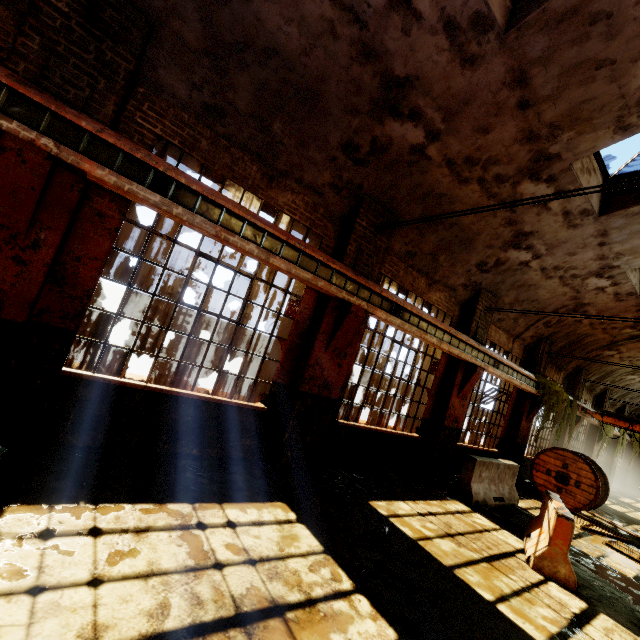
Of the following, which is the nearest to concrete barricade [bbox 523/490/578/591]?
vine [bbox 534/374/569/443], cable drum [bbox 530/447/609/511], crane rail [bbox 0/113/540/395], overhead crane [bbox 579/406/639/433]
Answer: crane rail [bbox 0/113/540/395]

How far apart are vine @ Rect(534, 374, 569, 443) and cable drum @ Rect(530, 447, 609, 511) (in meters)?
0.38

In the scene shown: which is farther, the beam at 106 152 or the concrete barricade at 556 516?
the concrete barricade at 556 516

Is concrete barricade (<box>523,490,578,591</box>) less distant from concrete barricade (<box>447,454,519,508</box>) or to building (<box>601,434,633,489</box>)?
concrete barricade (<box>447,454,519,508</box>)

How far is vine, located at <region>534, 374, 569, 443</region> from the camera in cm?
1162

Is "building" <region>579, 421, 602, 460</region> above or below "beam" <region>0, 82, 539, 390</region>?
below

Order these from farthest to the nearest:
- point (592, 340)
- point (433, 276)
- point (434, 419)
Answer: point (592, 340) → point (434, 419) → point (433, 276)

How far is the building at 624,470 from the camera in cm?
2041
